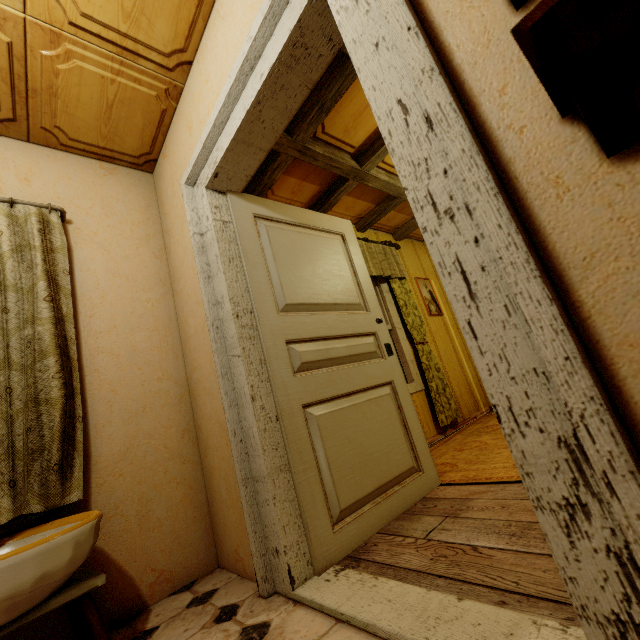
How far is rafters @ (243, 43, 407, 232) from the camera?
2.3m

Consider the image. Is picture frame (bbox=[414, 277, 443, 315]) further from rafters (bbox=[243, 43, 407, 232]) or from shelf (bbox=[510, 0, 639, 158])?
shelf (bbox=[510, 0, 639, 158])

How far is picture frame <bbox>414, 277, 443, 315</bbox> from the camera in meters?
4.8 m

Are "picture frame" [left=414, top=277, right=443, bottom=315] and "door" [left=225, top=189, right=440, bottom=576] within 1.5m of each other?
no

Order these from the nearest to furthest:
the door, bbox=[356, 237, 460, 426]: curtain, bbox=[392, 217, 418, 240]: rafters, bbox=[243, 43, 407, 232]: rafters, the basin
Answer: the basin → the door → bbox=[243, 43, 407, 232]: rafters → bbox=[356, 237, 460, 426]: curtain → bbox=[392, 217, 418, 240]: rafters

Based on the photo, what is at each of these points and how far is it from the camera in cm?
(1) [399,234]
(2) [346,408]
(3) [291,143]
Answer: (1) rafters, 483
(2) door, 189
(3) rafters, 262

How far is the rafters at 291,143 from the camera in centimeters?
227cm
